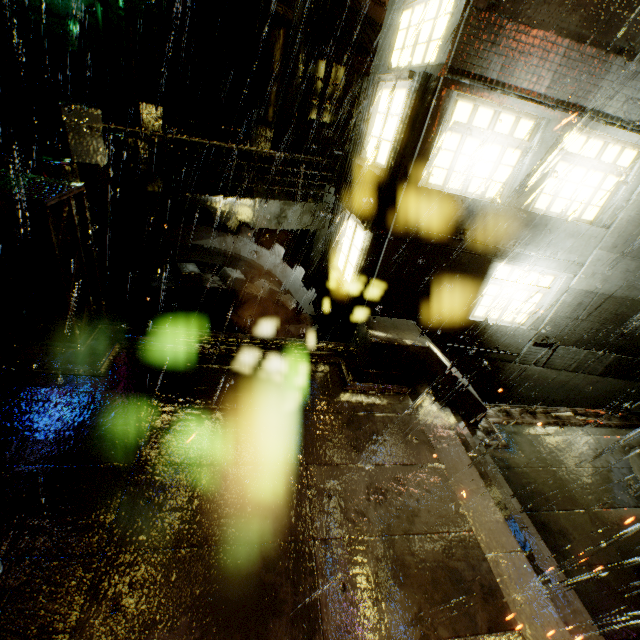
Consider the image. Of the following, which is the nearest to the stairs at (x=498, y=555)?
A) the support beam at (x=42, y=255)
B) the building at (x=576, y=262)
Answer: the building at (x=576, y=262)

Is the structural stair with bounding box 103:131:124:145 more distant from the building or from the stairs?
the stairs

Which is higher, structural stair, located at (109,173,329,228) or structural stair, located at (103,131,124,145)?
structural stair, located at (103,131,124,145)

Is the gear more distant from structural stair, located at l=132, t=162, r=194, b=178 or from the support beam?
structural stair, located at l=132, t=162, r=194, b=178

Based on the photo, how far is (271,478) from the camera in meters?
3.9 m

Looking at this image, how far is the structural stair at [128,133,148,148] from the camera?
10.1m

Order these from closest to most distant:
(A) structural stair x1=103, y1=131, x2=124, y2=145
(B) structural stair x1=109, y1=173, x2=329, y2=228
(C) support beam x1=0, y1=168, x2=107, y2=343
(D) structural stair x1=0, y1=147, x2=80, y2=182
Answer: (C) support beam x1=0, y1=168, x2=107, y2=343
(D) structural stair x1=0, y1=147, x2=80, y2=182
(B) structural stair x1=109, y1=173, x2=329, y2=228
(A) structural stair x1=103, y1=131, x2=124, y2=145

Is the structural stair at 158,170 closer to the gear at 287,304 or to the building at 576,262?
the building at 576,262
